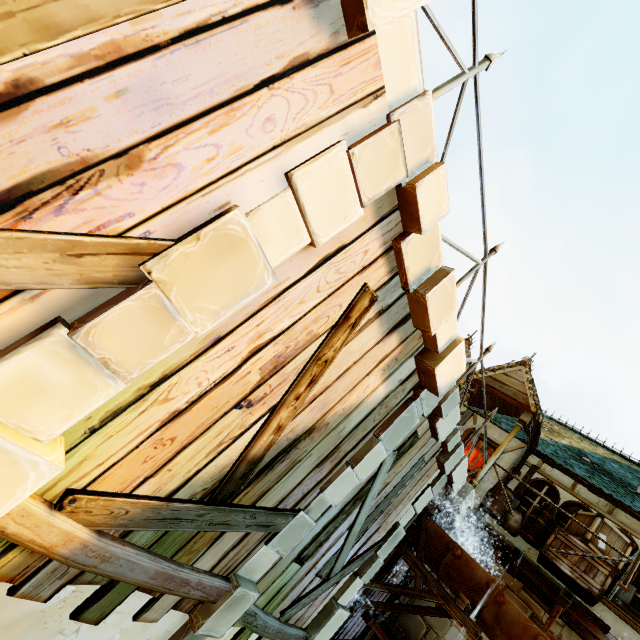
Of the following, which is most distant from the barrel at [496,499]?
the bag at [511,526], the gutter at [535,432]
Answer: the gutter at [535,432]

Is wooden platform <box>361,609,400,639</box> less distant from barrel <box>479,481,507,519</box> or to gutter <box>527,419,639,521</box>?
barrel <box>479,481,507,519</box>

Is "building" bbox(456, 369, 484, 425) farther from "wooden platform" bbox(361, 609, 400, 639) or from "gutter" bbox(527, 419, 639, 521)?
"wooden platform" bbox(361, 609, 400, 639)

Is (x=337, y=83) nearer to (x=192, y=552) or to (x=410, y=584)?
(x=192, y=552)

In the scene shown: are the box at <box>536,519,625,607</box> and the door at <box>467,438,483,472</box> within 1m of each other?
no

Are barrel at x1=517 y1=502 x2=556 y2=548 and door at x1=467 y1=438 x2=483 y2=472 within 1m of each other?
no

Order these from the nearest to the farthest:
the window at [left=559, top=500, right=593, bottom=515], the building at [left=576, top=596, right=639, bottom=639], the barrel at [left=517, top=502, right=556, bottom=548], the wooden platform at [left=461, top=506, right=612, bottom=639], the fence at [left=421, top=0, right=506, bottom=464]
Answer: the fence at [left=421, top=0, right=506, bottom=464], the wooden platform at [left=461, top=506, right=612, bottom=639], the building at [left=576, top=596, right=639, bottom=639], the barrel at [left=517, top=502, right=556, bottom=548], the window at [left=559, top=500, right=593, bottom=515]

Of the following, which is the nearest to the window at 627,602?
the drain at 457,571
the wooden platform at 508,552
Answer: the wooden platform at 508,552
